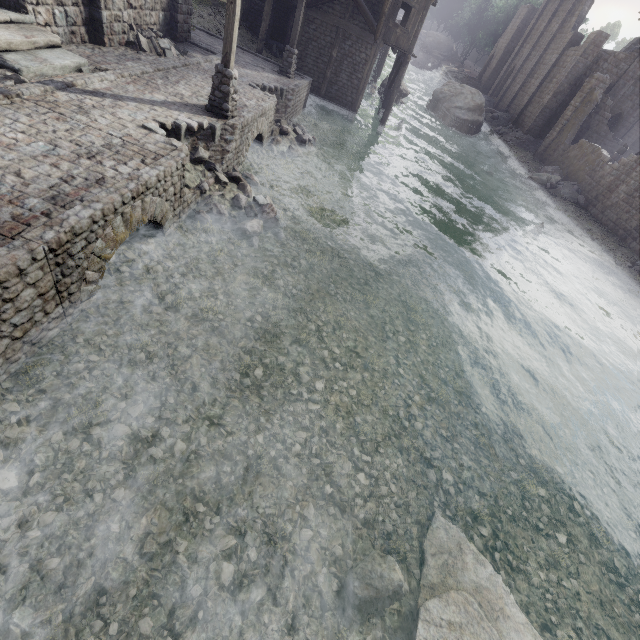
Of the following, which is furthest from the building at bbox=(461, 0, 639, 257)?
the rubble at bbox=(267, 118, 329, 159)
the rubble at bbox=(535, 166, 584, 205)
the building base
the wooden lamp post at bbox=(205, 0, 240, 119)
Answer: the rubble at bbox=(267, 118, 329, 159)

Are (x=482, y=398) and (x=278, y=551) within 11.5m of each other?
yes

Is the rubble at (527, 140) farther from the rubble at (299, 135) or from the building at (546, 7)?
the rubble at (299, 135)

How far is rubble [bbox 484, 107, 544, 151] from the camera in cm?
3478

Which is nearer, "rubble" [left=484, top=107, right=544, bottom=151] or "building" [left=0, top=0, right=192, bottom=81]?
"building" [left=0, top=0, right=192, bottom=81]

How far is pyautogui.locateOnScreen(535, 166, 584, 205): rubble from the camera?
26.0m

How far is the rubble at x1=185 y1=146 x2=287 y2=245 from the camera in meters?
9.1 m

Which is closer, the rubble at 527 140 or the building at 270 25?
the building at 270 25
